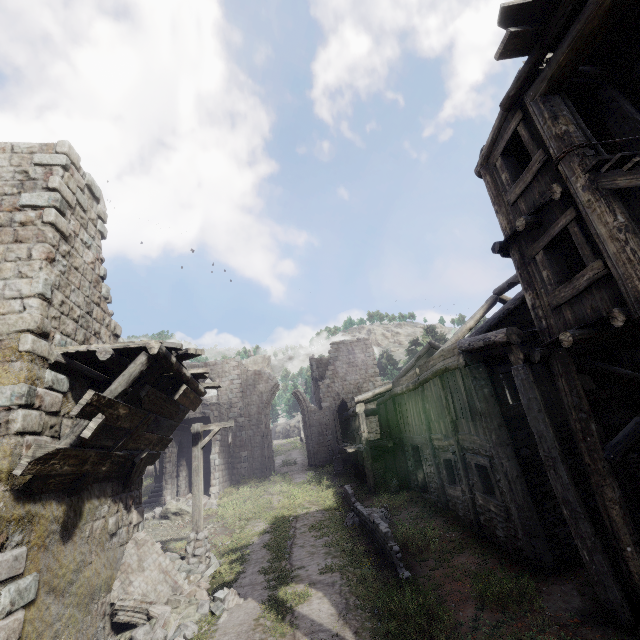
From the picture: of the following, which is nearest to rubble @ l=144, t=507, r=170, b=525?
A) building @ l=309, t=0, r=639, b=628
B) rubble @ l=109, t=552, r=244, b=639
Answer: building @ l=309, t=0, r=639, b=628

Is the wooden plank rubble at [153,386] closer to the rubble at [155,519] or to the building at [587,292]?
the building at [587,292]

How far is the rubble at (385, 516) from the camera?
12.7m

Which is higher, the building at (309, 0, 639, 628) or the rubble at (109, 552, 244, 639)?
the building at (309, 0, 639, 628)

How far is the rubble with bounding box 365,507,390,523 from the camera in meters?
12.7

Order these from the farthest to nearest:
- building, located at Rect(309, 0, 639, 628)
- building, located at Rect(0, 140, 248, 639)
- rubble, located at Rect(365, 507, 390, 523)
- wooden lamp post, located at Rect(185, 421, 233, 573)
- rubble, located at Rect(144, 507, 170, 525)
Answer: rubble, located at Rect(144, 507, 170, 525) < rubble, located at Rect(365, 507, 390, 523) < wooden lamp post, located at Rect(185, 421, 233, 573) < building, located at Rect(309, 0, 639, 628) < building, located at Rect(0, 140, 248, 639)

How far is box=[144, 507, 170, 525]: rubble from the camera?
18.1m

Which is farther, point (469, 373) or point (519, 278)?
point (469, 373)
